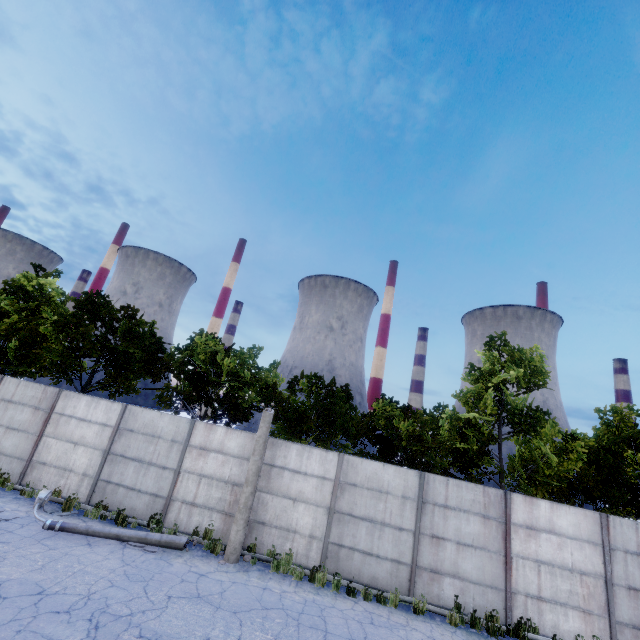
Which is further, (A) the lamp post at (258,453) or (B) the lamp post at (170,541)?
(A) the lamp post at (258,453)

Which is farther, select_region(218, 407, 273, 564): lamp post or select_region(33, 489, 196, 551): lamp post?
select_region(218, 407, 273, 564): lamp post

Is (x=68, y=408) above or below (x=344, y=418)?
below

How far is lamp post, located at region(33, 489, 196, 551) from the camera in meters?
9.4 m

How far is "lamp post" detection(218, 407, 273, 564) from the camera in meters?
10.0

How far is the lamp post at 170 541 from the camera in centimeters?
942cm
